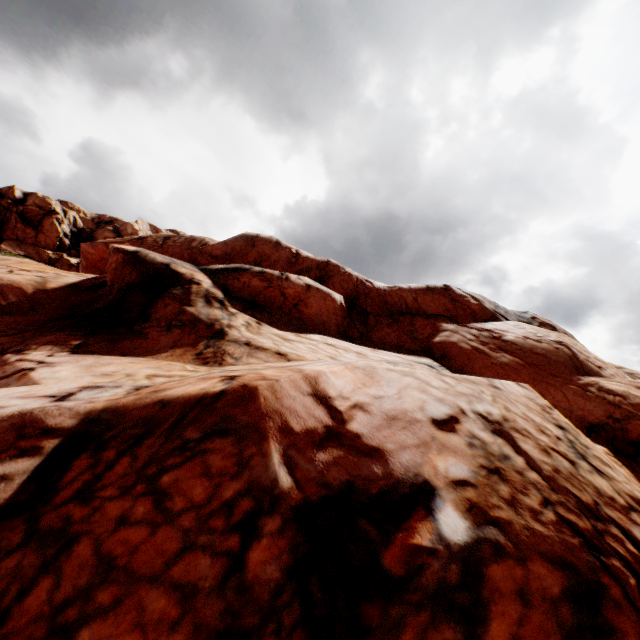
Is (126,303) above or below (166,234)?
below
